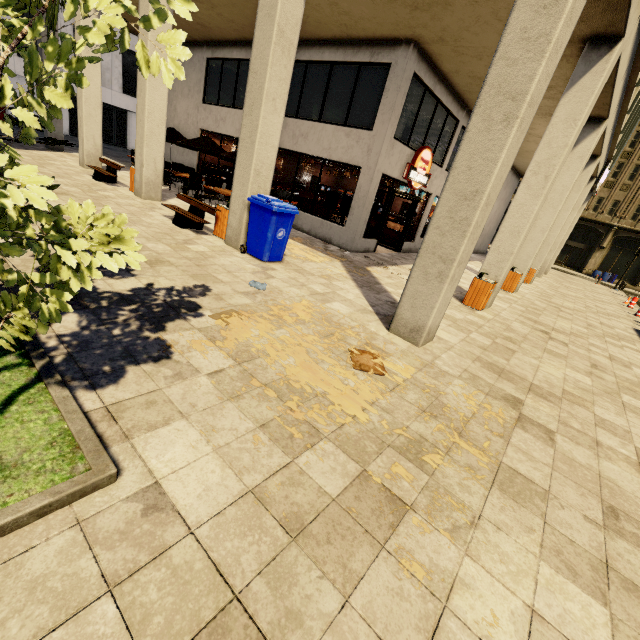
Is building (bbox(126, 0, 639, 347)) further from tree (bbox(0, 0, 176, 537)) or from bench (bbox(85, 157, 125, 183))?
tree (bbox(0, 0, 176, 537))

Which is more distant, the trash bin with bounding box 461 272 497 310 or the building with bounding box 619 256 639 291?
the building with bounding box 619 256 639 291

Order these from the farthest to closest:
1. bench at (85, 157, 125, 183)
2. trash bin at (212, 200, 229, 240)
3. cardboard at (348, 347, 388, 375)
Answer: bench at (85, 157, 125, 183), trash bin at (212, 200, 229, 240), cardboard at (348, 347, 388, 375)

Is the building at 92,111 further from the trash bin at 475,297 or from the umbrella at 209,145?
the umbrella at 209,145

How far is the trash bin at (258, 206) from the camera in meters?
6.7

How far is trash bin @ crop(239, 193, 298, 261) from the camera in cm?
669

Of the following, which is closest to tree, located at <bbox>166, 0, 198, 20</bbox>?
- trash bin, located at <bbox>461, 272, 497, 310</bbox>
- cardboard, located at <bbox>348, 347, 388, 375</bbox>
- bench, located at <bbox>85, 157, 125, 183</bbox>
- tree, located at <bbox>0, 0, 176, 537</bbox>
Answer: tree, located at <bbox>0, 0, 176, 537</bbox>

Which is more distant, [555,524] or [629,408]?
[629,408]
